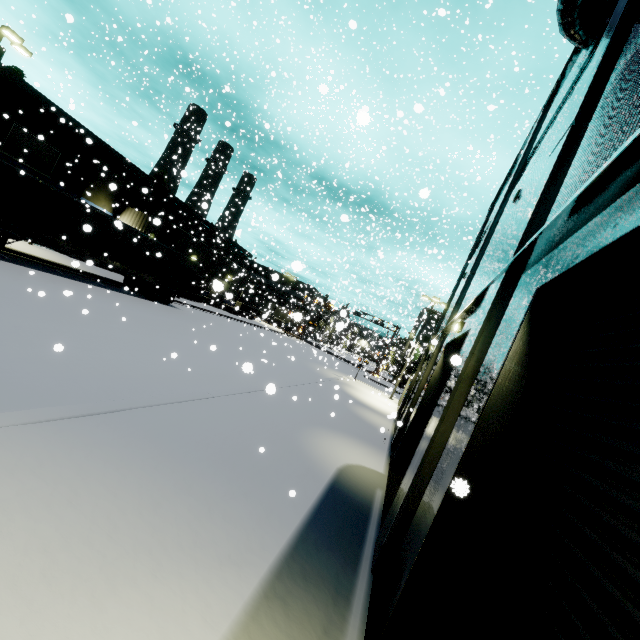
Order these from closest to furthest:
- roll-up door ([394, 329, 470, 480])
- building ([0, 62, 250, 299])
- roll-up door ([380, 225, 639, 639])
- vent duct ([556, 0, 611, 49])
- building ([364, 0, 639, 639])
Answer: roll-up door ([380, 225, 639, 639]), building ([364, 0, 639, 639]), vent duct ([556, 0, 611, 49]), roll-up door ([394, 329, 470, 480]), building ([0, 62, 250, 299])

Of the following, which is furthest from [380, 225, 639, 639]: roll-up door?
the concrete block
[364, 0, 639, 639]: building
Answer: the concrete block

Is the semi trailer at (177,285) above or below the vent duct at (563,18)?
below

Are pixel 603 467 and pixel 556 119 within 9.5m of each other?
no

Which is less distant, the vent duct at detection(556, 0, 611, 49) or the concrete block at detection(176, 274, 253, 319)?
the vent duct at detection(556, 0, 611, 49)

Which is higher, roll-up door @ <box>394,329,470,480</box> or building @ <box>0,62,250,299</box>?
building @ <box>0,62,250,299</box>

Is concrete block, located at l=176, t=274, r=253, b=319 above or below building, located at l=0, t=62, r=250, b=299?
below

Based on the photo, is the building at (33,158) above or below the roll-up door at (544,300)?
above
